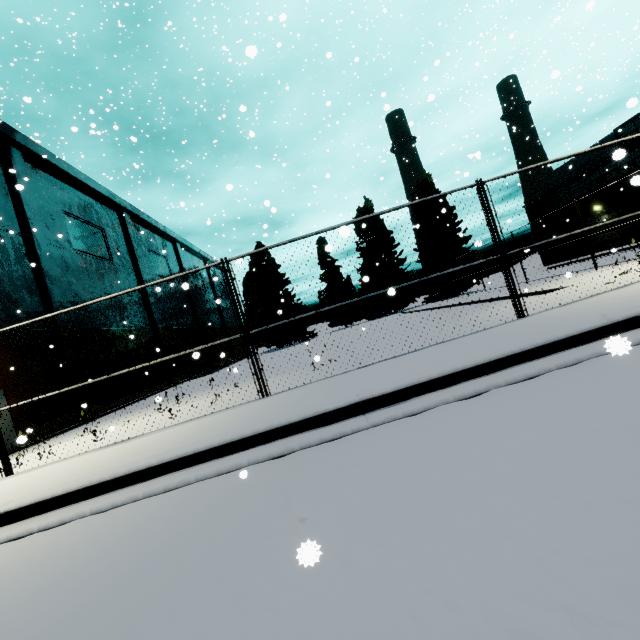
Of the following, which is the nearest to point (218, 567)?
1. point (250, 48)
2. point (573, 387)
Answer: point (573, 387)
